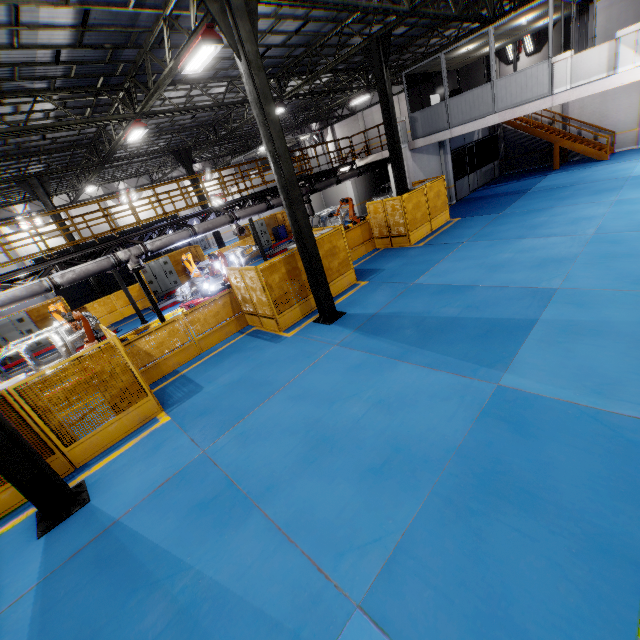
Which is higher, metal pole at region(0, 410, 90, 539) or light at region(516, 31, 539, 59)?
light at region(516, 31, 539, 59)

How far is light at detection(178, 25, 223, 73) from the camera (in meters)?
7.83

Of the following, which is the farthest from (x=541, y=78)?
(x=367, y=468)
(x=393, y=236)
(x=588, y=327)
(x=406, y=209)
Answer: (x=367, y=468)

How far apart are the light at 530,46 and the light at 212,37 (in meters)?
21.27

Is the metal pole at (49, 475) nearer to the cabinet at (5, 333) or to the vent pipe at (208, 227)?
the vent pipe at (208, 227)

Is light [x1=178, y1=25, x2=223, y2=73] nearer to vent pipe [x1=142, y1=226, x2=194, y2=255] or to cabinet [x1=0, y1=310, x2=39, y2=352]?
vent pipe [x1=142, y1=226, x2=194, y2=255]

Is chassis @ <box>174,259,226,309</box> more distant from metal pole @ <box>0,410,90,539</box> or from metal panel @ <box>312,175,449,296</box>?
metal pole @ <box>0,410,90,539</box>

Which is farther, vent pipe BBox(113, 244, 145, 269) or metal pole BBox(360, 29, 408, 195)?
metal pole BBox(360, 29, 408, 195)
